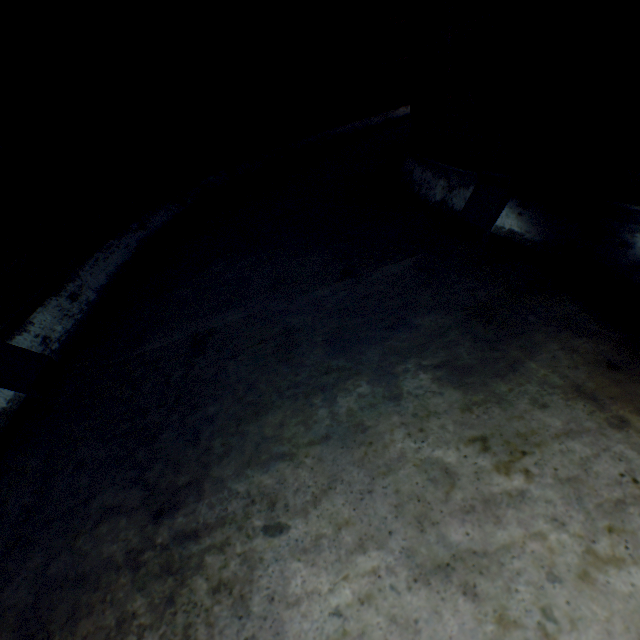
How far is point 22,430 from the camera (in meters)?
0.85
